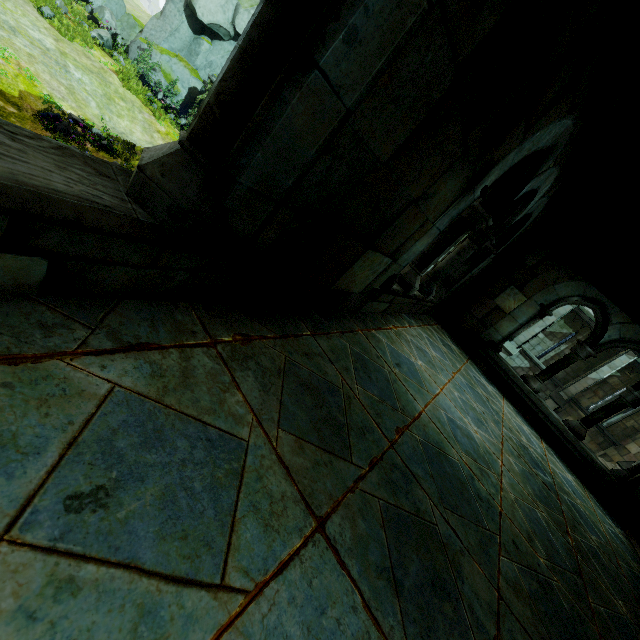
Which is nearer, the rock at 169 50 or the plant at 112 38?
the plant at 112 38

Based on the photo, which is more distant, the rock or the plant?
the rock

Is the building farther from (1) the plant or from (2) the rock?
(1) the plant

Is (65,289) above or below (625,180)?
below

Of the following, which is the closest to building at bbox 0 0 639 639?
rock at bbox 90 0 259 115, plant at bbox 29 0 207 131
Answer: rock at bbox 90 0 259 115

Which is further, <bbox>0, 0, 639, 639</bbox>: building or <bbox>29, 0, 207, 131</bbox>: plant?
<bbox>29, 0, 207, 131</bbox>: plant

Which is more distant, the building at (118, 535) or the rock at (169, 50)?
the rock at (169, 50)
